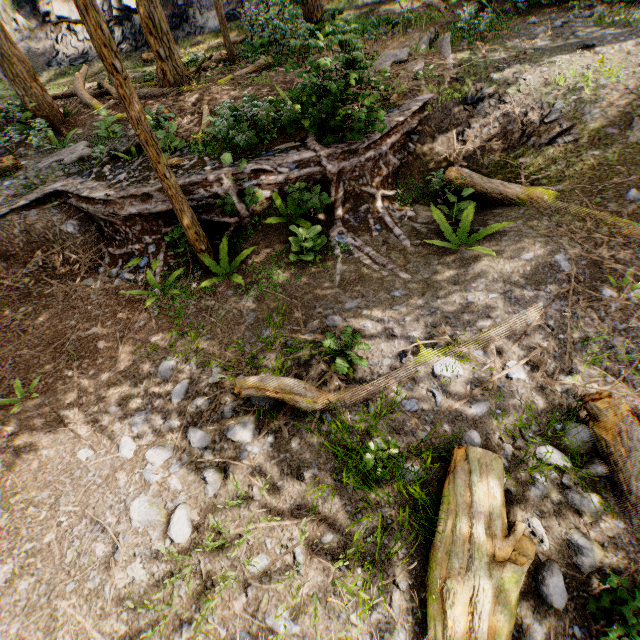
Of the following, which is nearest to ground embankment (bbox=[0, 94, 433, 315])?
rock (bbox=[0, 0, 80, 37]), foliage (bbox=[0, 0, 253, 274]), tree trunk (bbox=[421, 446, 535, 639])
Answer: foliage (bbox=[0, 0, 253, 274])

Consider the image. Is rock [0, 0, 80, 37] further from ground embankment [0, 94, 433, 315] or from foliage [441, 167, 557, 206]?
ground embankment [0, 94, 433, 315]

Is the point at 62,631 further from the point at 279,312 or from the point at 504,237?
the point at 504,237

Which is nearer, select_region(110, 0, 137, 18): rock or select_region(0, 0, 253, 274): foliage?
select_region(0, 0, 253, 274): foliage

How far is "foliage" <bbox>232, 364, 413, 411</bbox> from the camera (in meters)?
4.43

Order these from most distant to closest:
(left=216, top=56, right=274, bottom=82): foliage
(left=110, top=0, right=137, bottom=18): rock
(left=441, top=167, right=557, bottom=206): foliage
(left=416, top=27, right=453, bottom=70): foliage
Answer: (left=110, top=0, right=137, bottom=18): rock < (left=216, top=56, right=274, bottom=82): foliage < (left=416, top=27, right=453, bottom=70): foliage < (left=441, top=167, right=557, bottom=206): foliage

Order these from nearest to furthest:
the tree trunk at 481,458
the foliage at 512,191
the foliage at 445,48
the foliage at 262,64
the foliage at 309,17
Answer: the tree trunk at 481,458 → the foliage at 309,17 → the foliage at 512,191 → the foliage at 445,48 → the foliage at 262,64

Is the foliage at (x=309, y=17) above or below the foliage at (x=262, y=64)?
above
